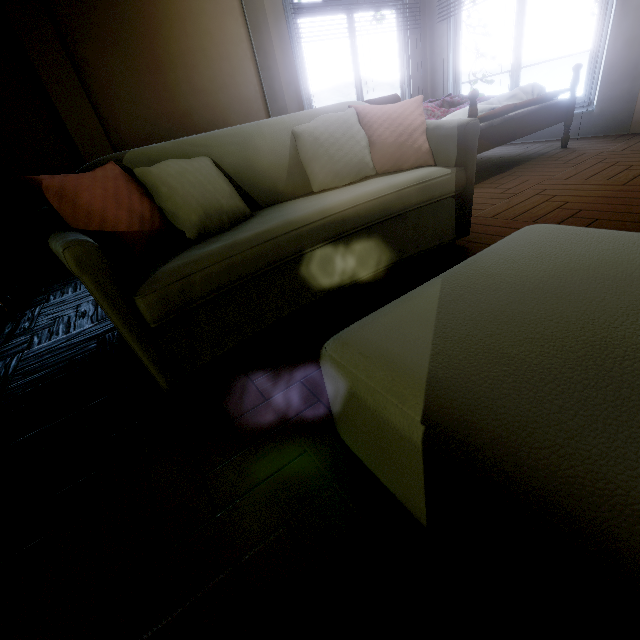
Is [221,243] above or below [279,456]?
above

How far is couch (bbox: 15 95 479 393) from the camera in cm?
112

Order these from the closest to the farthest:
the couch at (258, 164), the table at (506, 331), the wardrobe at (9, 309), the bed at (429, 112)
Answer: the table at (506, 331) → the couch at (258, 164) → the wardrobe at (9, 309) → the bed at (429, 112)

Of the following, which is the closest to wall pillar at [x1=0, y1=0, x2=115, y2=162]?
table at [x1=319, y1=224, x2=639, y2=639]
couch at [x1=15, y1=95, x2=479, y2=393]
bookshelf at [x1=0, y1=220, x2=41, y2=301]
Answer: bookshelf at [x1=0, y1=220, x2=41, y2=301]

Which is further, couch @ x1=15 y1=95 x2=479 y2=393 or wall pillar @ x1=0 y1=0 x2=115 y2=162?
wall pillar @ x1=0 y1=0 x2=115 y2=162

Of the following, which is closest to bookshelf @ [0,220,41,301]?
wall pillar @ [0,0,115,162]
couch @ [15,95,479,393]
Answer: wall pillar @ [0,0,115,162]

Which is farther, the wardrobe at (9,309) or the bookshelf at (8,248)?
the bookshelf at (8,248)
